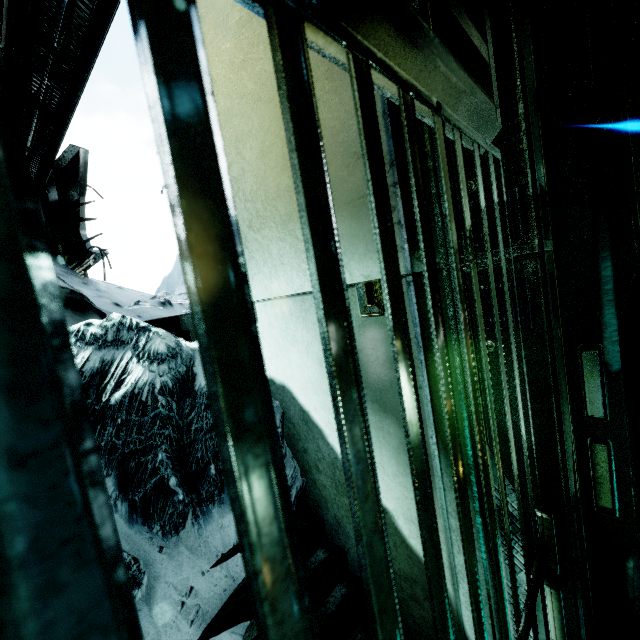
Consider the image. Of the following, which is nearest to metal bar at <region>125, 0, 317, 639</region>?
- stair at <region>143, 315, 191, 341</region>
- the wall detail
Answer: the wall detail

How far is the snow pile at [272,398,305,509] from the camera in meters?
2.1 m

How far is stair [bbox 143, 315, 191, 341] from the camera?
2.84m

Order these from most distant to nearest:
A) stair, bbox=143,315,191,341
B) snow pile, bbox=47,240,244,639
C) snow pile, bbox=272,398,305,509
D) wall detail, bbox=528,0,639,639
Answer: stair, bbox=143,315,191,341
snow pile, bbox=272,398,305,509
snow pile, bbox=47,240,244,639
wall detail, bbox=528,0,639,639

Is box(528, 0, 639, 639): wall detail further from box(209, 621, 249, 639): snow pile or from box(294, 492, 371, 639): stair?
box(209, 621, 249, 639): snow pile

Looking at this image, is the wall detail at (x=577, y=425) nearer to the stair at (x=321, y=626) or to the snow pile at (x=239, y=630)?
the stair at (x=321, y=626)

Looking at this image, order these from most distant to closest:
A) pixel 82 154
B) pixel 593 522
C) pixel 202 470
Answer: pixel 82 154, pixel 202 470, pixel 593 522

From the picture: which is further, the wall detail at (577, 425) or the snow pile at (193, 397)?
the snow pile at (193, 397)
